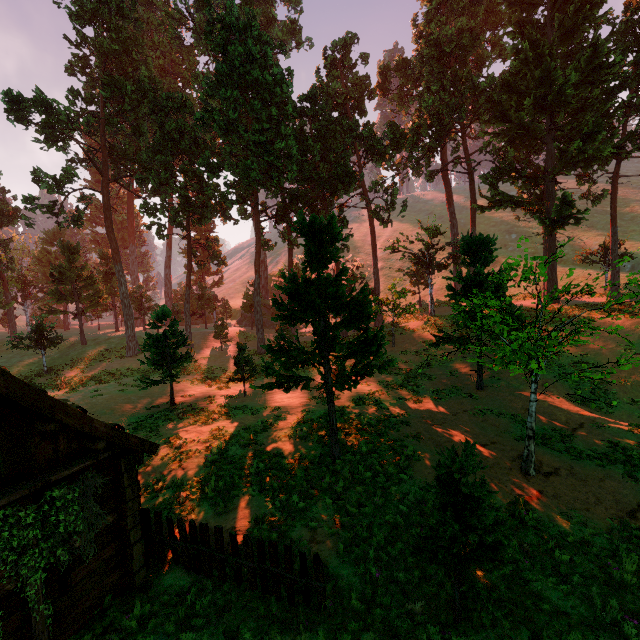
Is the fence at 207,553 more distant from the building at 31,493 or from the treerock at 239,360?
the treerock at 239,360

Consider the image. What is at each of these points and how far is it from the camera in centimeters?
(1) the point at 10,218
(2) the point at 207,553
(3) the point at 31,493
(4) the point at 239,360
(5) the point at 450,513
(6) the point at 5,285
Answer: (1) treerock, 3697cm
(2) fence, 775cm
(3) building, 625cm
(4) treerock, 2064cm
(5) treerock, 579cm
(6) treerock, 3816cm

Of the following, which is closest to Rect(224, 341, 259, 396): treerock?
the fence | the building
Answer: the building

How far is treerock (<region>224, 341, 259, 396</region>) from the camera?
20.80m

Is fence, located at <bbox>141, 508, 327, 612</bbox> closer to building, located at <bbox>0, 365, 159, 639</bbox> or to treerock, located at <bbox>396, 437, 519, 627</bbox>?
building, located at <bbox>0, 365, 159, 639</bbox>
